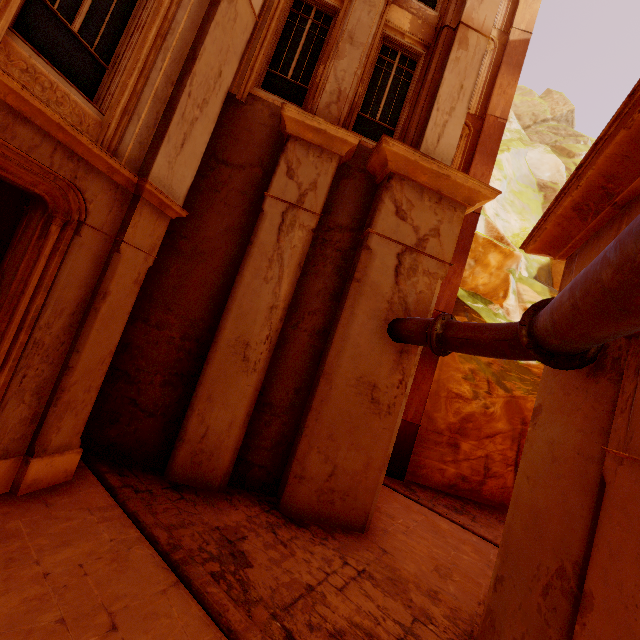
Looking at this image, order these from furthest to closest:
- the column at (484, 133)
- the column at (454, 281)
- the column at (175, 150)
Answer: the column at (484, 133) < the column at (454, 281) < the column at (175, 150)

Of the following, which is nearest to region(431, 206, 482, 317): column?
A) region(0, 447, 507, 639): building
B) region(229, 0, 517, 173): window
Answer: region(0, 447, 507, 639): building

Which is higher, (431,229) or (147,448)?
(431,229)

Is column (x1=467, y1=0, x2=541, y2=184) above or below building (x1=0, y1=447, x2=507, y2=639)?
above

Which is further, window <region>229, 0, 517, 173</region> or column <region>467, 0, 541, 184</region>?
column <region>467, 0, 541, 184</region>

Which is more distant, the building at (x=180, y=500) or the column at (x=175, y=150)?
the column at (x=175, y=150)

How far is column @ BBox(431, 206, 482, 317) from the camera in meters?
11.1

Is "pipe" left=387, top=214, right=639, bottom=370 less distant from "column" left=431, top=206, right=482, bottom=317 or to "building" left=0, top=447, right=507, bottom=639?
"building" left=0, top=447, right=507, bottom=639
